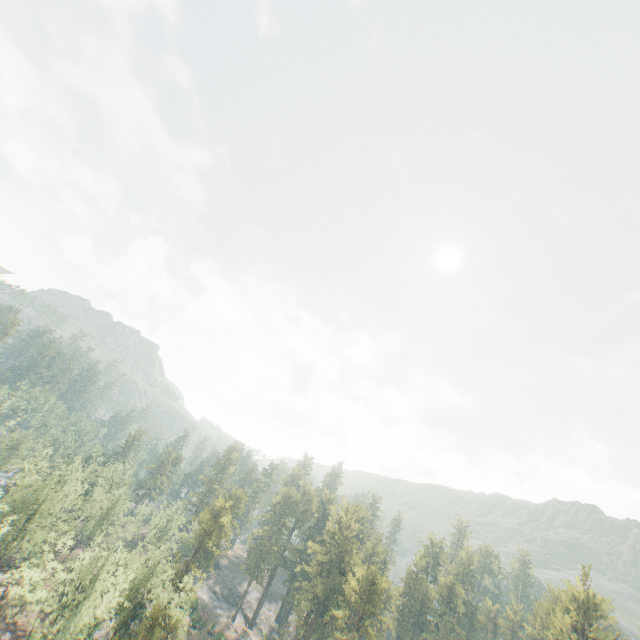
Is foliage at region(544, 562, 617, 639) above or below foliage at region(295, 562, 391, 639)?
above

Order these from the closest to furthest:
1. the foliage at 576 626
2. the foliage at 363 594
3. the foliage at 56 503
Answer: the foliage at 56 503, the foliage at 363 594, the foliage at 576 626

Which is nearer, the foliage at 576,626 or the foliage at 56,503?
the foliage at 56,503

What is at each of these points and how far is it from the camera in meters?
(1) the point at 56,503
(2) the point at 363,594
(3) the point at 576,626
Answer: (1) foliage, 48.8
(2) foliage, 50.8
(3) foliage, 52.9

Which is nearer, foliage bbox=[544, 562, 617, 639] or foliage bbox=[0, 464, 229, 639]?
foliage bbox=[0, 464, 229, 639]
